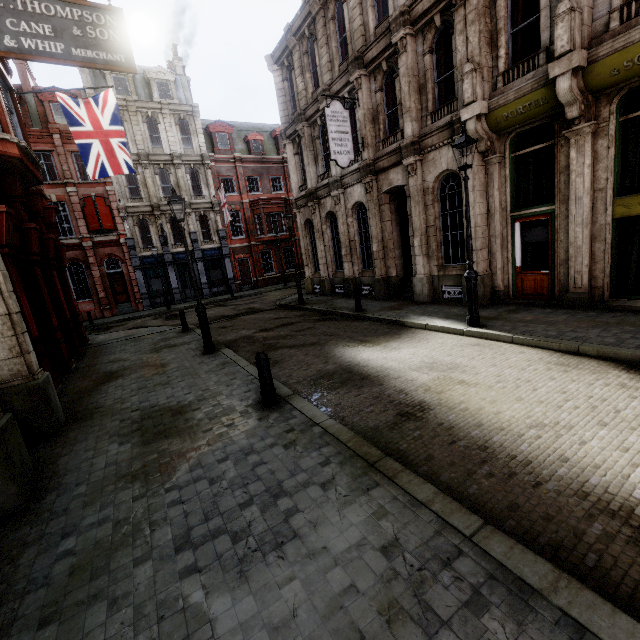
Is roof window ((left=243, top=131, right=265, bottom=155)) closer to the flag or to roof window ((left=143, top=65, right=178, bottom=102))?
roof window ((left=143, top=65, right=178, bottom=102))

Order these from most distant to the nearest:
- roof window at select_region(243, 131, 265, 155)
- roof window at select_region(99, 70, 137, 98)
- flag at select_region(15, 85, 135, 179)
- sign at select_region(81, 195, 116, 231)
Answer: roof window at select_region(243, 131, 265, 155)
roof window at select_region(99, 70, 137, 98)
sign at select_region(81, 195, 116, 231)
flag at select_region(15, 85, 135, 179)

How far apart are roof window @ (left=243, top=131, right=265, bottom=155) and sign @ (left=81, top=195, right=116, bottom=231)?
13.5m

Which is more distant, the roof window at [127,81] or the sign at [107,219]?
the roof window at [127,81]

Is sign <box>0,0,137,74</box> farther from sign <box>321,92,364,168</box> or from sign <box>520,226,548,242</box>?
sign <box>520,226,548,242</box>

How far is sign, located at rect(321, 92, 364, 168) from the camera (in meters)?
12.75

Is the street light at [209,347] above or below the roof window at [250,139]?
below

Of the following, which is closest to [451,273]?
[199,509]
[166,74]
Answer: [199,509]
